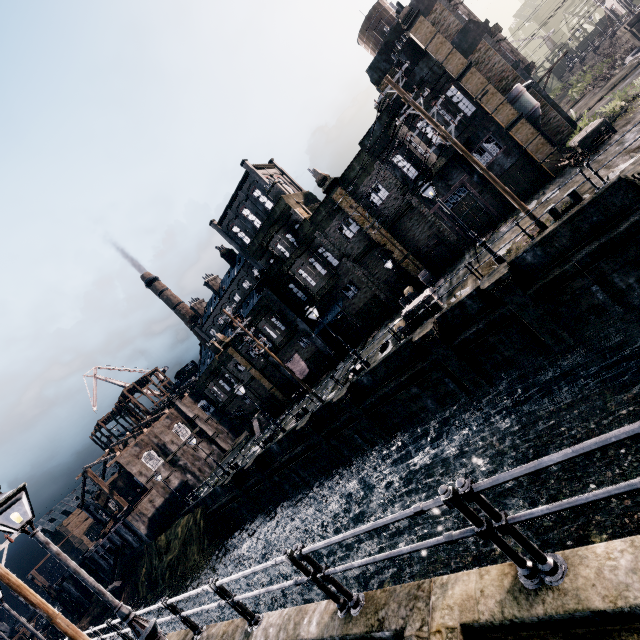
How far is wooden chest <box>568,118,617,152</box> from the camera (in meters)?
18.27

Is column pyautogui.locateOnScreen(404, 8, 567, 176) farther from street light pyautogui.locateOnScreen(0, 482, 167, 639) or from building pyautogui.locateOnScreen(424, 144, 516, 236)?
street light pyautogui.locateOnScreen(0, 482, 167, 639)

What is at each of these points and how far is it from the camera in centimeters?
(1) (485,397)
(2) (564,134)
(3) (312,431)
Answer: (1) column, 1819cm
(2) building, 2414cm
(3) column, 2450cm

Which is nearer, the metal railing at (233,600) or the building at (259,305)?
the metal railing at (233,600)

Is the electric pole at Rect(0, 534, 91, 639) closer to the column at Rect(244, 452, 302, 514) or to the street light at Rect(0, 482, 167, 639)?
the street light at Rect(0, 482, 167, 639)

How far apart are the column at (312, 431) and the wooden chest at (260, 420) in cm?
1415

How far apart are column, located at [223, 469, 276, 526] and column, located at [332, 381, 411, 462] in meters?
16.3

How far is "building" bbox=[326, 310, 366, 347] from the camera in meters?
31.9
